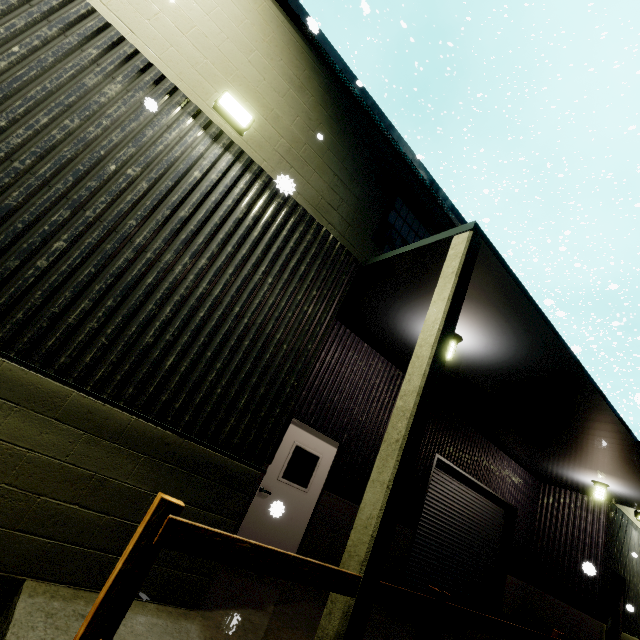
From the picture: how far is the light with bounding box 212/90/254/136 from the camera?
4.09m

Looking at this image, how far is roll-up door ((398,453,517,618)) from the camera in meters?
8.7 m

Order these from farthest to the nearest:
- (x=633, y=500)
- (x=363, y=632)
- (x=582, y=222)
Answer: (x=582, y=222)
(x=633, y=500)
(x=363, y=632)

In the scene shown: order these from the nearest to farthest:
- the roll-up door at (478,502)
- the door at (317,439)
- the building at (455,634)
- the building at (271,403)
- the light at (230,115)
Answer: the building at (271,403) → the light at (230,115) → the door at (317,439) → the building at (455,634) → the roll-up door at (478,502)

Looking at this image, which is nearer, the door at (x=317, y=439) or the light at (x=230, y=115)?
the light at (x=230, y=115)

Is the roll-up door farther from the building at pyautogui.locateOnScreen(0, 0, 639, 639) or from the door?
the door

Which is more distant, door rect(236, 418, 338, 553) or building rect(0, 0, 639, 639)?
door rect(236, 418, 338, 553)

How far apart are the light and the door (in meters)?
5.13
